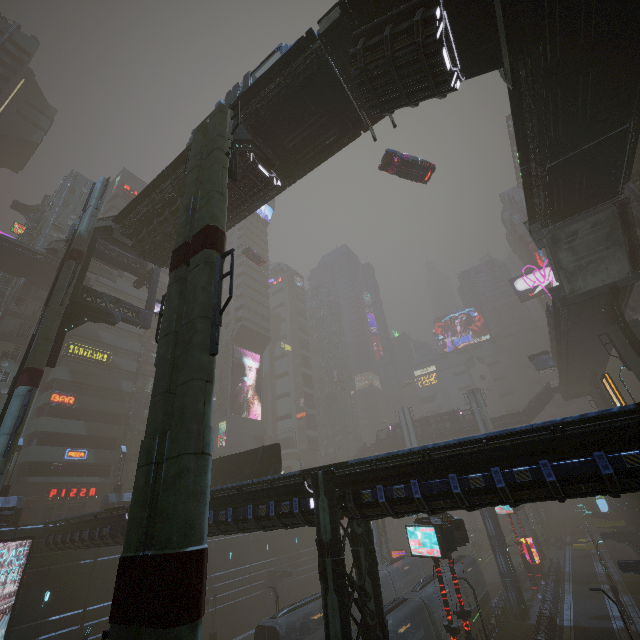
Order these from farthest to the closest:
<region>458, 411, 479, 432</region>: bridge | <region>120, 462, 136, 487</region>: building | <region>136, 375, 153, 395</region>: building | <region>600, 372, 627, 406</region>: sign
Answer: <region>458, 411, 479, 432</region>: bridge < <region>136, 375, 153, 395</region>: building < <region>120, 462, 136, 487</region>: building < <region>600, 372, 627, 406</region>: sign

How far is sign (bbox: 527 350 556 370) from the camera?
45.53m

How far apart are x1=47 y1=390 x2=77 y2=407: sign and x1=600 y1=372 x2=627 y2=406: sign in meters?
54.9 m

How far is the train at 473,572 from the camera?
30.0m

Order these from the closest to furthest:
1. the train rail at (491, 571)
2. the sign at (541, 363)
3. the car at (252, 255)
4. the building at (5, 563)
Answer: the building at (5, 563), the train rail at (491, 571), the sign at (541, 363), the car at (252, 255)

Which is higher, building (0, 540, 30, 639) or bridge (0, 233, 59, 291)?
bridge (0, 233, 59, 291)

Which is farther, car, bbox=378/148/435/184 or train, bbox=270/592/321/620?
car, bbox=378/148/435/184

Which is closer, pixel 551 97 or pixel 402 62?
pixel 402 62
